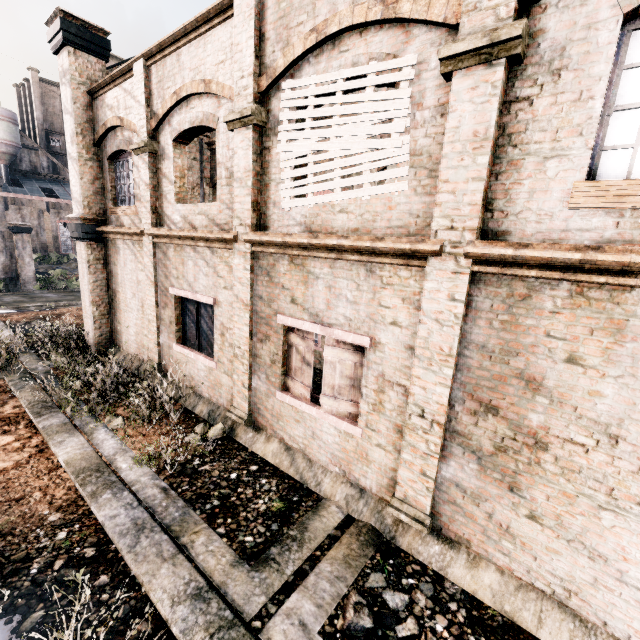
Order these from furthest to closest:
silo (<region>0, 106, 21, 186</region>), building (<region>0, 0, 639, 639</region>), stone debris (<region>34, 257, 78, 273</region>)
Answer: silo (<region>0, 106, 21, 186</region>) < stone debris (<region>34, 257, 78, 273</region>) < building (<region>0, 0, 639, 639</region>)

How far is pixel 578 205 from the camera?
3.63m

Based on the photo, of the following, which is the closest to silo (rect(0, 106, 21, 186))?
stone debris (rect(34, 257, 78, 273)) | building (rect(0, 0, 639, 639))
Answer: stone debris (rect(34, 257, 78, 273))

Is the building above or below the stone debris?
above

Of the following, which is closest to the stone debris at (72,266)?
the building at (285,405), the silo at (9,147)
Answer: the silo at (9,147)

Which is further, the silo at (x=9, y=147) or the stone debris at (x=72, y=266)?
the silo at (x=9, y=147)
